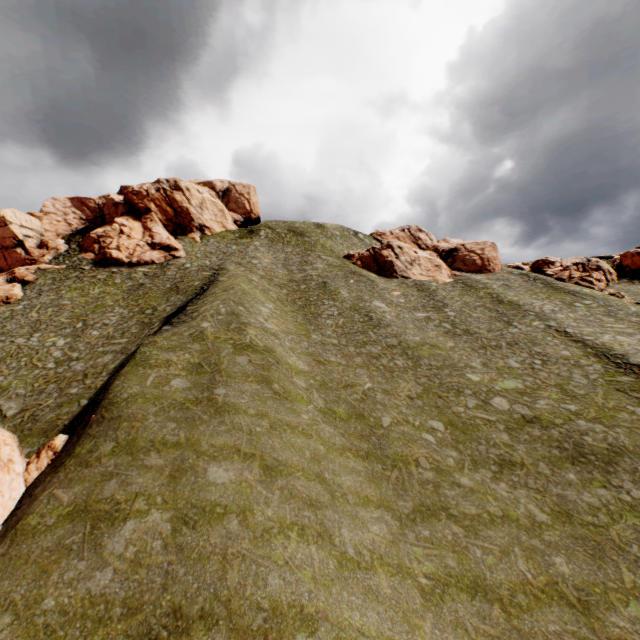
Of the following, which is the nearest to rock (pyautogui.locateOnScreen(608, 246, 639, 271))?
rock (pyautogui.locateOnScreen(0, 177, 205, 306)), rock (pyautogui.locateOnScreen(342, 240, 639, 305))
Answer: rock (pyautogui.locateOnScreen(342, 240, 639, 305))

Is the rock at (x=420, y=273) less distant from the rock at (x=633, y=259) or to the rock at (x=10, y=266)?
the rock at (x=633, y=259)

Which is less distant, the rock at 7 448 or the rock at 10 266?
the rock at 7 448

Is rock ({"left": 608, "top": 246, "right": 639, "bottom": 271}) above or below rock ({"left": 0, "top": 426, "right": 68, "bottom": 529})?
above

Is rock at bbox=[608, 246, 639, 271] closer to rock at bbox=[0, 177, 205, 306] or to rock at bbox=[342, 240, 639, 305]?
rock at bbox=[342, 240, 639, 305]

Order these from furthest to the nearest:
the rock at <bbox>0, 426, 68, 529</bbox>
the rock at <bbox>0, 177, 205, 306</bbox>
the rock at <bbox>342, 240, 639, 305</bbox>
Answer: the rock at <bbox>0, 177, 205, 306</bbox>, the rock at <bbox>342, 240, 639, 305</bbox>, the rock at <bbox>0, 426, 68, 529</bbox>

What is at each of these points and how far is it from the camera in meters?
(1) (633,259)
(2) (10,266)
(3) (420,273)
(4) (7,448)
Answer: (1) rock, 53.0 m
(2) rock, 48.3 m
(3) rock, 50.9 m
(4) rock, 16.2 m
